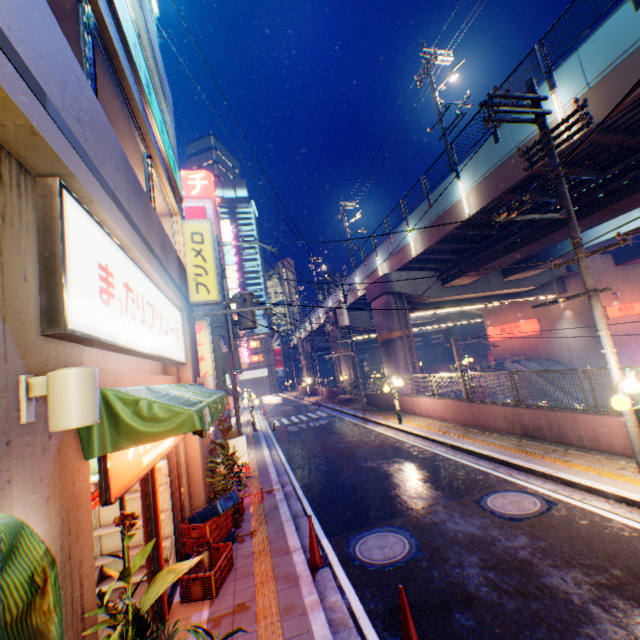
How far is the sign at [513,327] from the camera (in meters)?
30.94

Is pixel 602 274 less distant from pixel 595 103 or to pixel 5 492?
pixel 595 103

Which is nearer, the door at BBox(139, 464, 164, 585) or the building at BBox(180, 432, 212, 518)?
the door at BBox(139, 464, 164, 585)

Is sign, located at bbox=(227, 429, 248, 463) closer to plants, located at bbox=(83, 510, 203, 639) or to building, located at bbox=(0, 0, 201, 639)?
building, located at bbox=(0, 0, 201, 639)

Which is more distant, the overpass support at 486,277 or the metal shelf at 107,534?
the overpass support at 486,277

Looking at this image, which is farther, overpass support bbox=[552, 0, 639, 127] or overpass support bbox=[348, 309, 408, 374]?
overpass support bbox=[348, 309, 408, 374]

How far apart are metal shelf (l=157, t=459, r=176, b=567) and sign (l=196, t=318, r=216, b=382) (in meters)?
9.63

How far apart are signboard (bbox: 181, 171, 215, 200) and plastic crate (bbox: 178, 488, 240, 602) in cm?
4419
